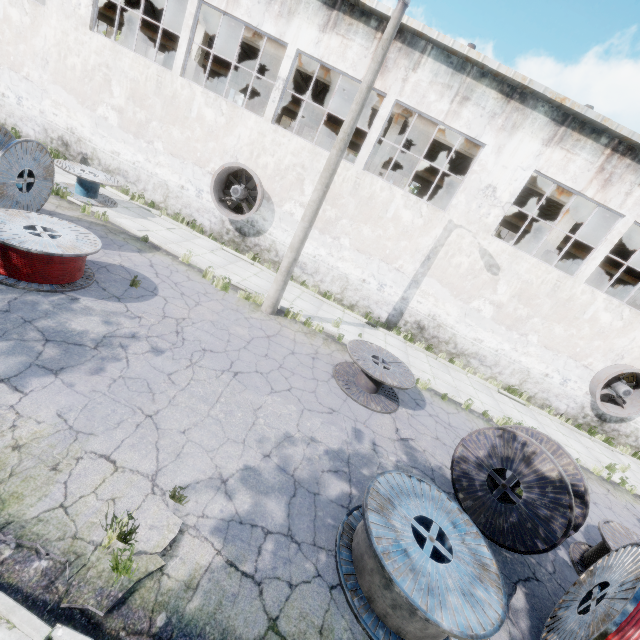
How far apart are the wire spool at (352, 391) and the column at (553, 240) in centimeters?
948cm

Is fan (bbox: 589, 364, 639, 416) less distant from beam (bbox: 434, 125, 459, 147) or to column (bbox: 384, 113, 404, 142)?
beam (bbox: 434, 125, 459, 147)

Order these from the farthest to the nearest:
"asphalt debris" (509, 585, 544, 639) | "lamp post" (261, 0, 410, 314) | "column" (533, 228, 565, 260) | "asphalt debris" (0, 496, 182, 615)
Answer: "column" (533, 228, 565, 260), "lamp post" (261, 0, 410, 314), "asphalt debris" (509, 585, 544, 639), "asphalt debris" (0, 496, 182, 615)

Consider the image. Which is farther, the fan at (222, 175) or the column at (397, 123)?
the column at (397, 123)

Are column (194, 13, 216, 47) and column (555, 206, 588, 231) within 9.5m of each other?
no

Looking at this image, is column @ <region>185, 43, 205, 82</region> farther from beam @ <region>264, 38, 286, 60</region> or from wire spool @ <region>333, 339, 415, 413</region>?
wire spool @ <region>333, 339, 415, 413</region>

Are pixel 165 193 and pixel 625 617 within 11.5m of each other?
no

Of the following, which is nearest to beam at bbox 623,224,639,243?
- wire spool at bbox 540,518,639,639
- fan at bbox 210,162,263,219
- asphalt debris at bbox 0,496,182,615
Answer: fan at bbox 210,162,263,219
